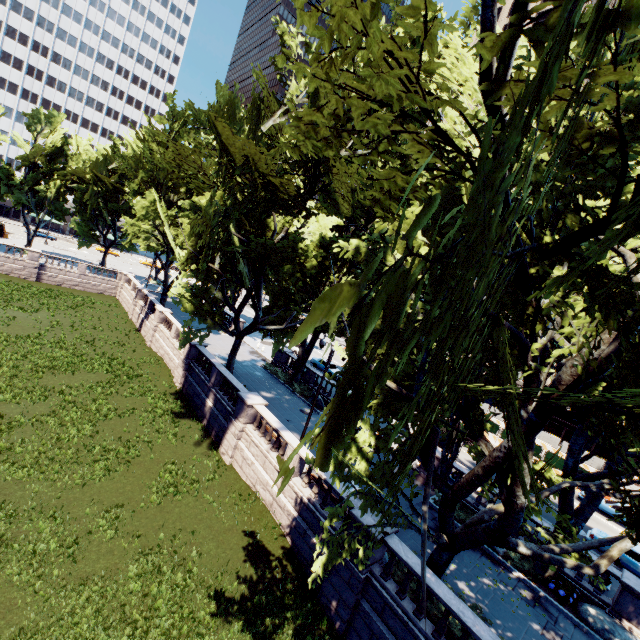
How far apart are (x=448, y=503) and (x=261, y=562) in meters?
8.7

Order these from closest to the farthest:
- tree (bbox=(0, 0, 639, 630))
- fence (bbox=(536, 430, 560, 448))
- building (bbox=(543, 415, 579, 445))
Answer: tree (bbox=(0, 0, 639, 630)) → fence (bbox=(536, 430, 560, 448)) → building (bbox=(543, 415, 579, 445))

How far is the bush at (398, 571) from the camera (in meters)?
12.32

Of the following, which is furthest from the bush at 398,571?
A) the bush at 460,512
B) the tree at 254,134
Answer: the bush at 460,512

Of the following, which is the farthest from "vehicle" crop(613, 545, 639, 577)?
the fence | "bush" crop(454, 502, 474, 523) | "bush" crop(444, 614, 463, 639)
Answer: "bush" crop(444, 614, 463, 639)

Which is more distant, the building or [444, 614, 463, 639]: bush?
the building

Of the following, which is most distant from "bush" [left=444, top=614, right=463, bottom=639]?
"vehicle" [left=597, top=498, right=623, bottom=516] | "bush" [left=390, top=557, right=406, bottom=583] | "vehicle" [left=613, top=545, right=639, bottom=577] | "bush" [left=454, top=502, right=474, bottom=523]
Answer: "vehicle" [left=597, top=498, right=623, bottom=516]

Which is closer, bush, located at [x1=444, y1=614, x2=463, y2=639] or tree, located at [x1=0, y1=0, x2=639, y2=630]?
tree, located at [x1=0, y1=0, x2=639, y2=630]
